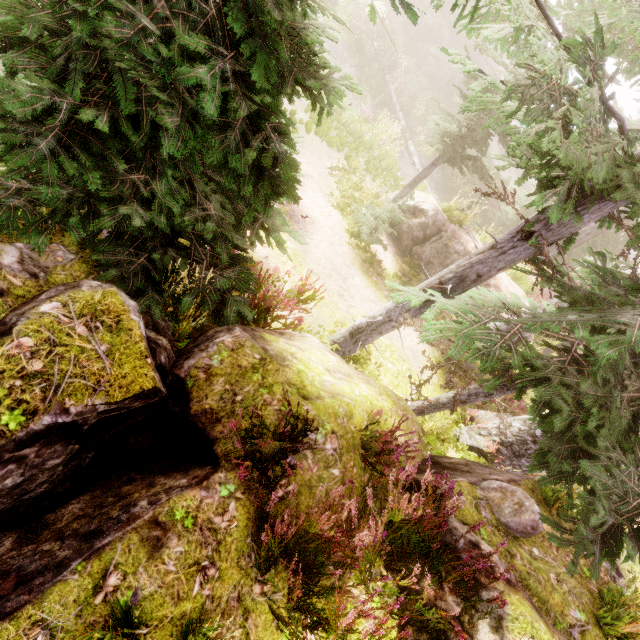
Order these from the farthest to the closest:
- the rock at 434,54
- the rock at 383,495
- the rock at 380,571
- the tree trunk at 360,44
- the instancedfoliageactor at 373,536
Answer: the rock at 434,54 < the tree trunk at 360,44 < the rock at 383,495 < the rock at 380,571 < the instancedfoliageactor at 373,536

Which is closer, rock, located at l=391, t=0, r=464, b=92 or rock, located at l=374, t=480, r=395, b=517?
rock, located at l=374, t=480, r=395, b=517

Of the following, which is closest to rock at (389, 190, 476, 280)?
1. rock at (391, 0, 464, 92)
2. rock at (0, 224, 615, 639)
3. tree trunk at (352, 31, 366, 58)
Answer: rock at (0, 224, 615, 639)

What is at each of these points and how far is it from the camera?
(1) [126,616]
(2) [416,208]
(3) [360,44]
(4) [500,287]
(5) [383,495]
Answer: (1) instancedfoliageactor, 2.0 meters
(2) rock, 12.2 meters
(3) tree trunk, 22.2 meters
(4) rock, 11.2 meters
(5) rock, 3.7 meters

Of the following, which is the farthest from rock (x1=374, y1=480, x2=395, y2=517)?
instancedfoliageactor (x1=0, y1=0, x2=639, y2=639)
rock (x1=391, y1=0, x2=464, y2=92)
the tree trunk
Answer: rock (x1=391, y1=0, x2=464, y2=92)

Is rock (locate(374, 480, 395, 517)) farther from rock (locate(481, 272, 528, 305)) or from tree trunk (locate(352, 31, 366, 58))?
tree trunk (locate(352, 31, 366, 58))

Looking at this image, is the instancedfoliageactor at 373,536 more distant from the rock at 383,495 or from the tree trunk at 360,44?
the tree trunk at 360,44

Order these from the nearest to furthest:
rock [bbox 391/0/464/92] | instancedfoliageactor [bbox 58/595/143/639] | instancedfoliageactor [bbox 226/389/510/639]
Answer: instancedfoliageactor [bbox 58/595/143/639] → instancedfoliageactor [bbox 226/389/510/639] → rock [bbox 391/0/464/92]
